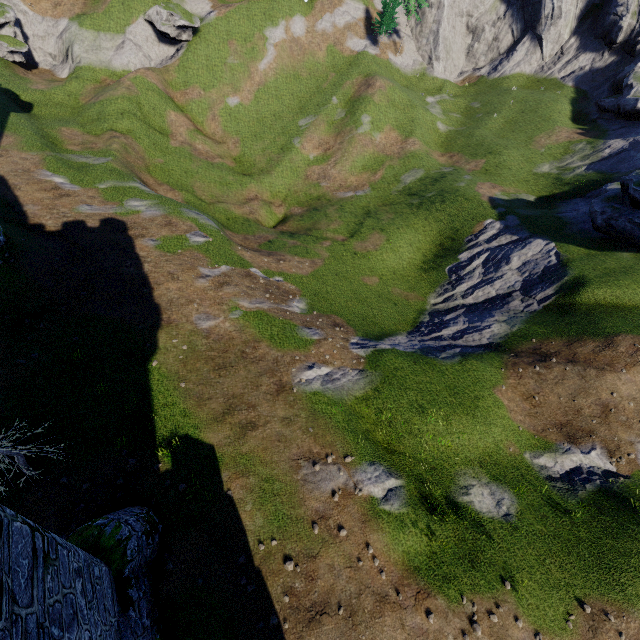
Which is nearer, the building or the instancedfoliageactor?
the building

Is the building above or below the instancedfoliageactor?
below

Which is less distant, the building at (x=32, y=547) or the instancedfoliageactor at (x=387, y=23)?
the building at (x=32, y=547)

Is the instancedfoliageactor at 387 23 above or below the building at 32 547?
above

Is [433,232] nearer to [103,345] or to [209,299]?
[209,299]
